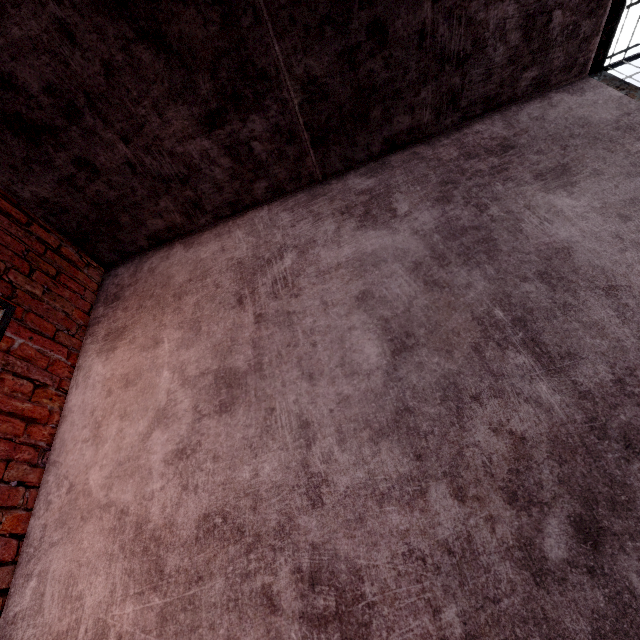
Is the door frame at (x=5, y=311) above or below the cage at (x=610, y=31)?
below

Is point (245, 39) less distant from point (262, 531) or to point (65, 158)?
point (65, 158)

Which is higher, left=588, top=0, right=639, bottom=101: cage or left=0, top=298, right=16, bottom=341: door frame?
left=588, top=0, right=639, bottom=101: cage
